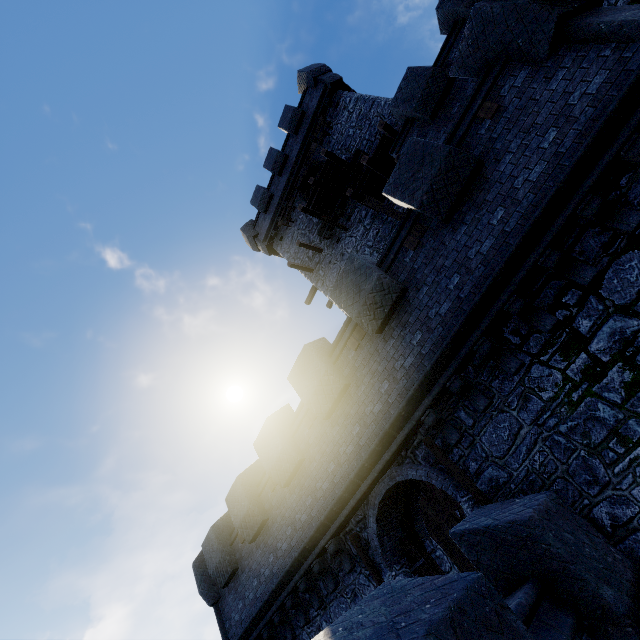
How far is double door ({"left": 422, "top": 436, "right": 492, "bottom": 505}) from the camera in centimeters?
642cm

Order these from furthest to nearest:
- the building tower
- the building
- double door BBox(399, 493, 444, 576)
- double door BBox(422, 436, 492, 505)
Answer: the building → double door BBox(399, 493, 444, 576) → double door BBox(422, 436, 492, 505) → the building tower

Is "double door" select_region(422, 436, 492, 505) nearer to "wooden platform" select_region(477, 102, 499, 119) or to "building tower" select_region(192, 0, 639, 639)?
"building tower" select_region(192, 0, 639, 639)

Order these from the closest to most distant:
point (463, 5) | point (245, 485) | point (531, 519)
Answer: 1. point (531, 519)
2. point (463, 5)
3. point (245, 485)

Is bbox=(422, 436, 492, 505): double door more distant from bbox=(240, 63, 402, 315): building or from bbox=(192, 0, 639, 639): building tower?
bbox=(240, 63, 402, 315): building

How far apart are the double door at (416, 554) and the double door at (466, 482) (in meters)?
2.37

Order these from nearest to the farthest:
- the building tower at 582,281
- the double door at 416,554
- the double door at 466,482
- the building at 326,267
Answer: the building tower at 582,281, the double door at 466,482, the double door at 416,554, the building at 326,267

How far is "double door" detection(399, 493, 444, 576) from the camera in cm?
815
